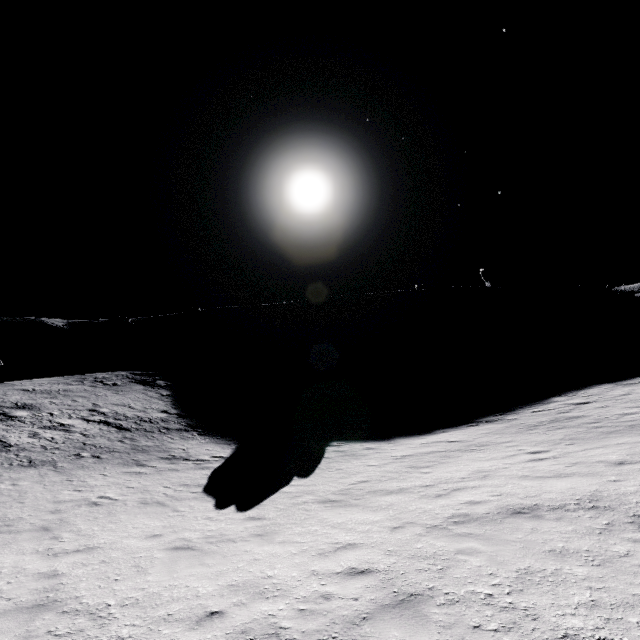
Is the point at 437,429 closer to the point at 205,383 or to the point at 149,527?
the point at 149,527
